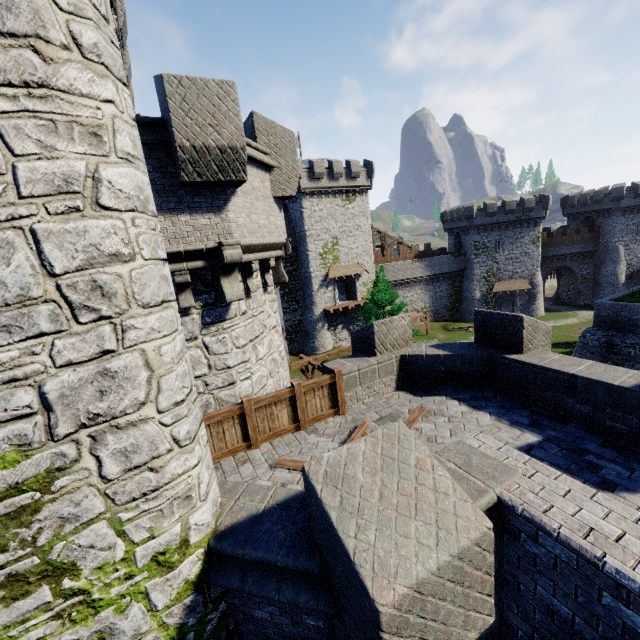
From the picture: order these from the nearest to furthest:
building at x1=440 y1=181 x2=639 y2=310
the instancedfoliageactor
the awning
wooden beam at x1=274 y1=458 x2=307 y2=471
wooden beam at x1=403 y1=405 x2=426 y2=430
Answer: wooden beam at x1=274 y1=458 x2=307 y2=471, wooden beam at x1=403 y1=405 x2=426 y2=430, the instancedfoliageactor, the awning, building at x1=440 y1=181 x2=639 y2=310

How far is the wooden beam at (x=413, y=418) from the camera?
7.22m

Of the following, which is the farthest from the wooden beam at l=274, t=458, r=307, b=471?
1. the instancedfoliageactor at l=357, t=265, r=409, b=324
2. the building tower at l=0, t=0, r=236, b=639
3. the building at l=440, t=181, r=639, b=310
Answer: the building at l=440, t=181, r=639, b=310

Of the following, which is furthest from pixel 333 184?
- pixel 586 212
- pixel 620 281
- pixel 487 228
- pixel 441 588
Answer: pixel 620 281

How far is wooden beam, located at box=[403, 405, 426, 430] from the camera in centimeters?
722cm

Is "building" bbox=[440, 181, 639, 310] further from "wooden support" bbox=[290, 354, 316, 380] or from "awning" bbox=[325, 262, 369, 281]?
"wooden support" bbox=[290, 354, 316, 380]

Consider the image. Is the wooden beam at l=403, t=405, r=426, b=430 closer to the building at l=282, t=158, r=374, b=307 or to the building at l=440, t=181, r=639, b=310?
the building at l=282, t=158, r=374, b=307

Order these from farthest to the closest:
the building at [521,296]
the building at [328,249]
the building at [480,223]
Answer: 1. the building at [521,296]
2. the building at [480,223]
3. the building at [328,249]
